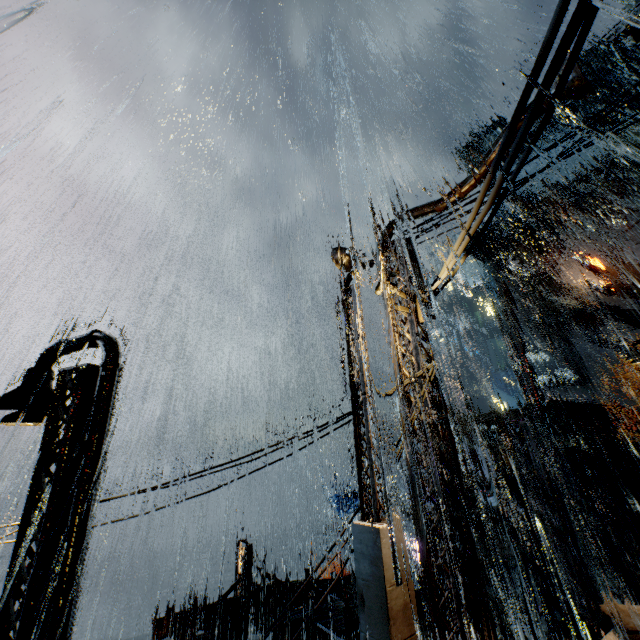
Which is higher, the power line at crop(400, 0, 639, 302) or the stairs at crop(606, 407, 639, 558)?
the power line at crop(400, 0, 639, 302)

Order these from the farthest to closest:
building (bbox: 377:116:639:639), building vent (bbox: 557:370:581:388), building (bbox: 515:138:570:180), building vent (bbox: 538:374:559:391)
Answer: building (bbox: 515:138:570:180), building vent (bbox: 538:374:559:391), building vent (bbox: 557:370:581:388), building (bbox: 377:116:639:639)

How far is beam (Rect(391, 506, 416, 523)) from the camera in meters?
25.2 m

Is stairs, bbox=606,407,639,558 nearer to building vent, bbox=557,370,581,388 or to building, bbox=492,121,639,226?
building, bbox=492,121,639,226

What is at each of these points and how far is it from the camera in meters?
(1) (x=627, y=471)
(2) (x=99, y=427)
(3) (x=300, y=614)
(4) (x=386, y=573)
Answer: (1) stairs, 28.0 m
(2) street light, 5.6 m
(3) scaffolding, 8.5 m
(4) street light, 4.7 m

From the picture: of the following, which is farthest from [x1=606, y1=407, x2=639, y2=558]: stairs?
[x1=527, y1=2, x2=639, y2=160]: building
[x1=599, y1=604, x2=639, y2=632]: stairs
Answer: [x1=599, y1=604, x2=639, y2=632]: stairs

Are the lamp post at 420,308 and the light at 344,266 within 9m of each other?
yes

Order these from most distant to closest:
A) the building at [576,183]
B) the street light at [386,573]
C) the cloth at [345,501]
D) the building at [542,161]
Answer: the building at [542,161] → the building at [576,183] → the cloth at [345,501] → the street light at [386,573]
